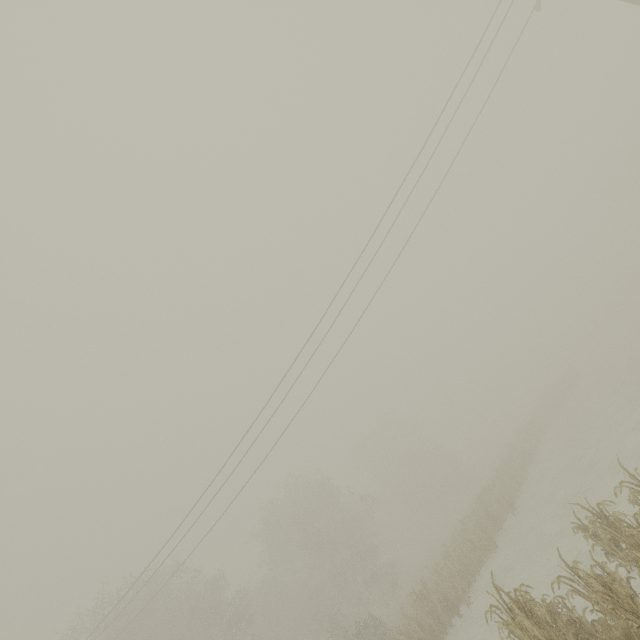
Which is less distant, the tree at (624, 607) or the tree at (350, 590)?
the tree at (624, 607)

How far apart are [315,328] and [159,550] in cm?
1302

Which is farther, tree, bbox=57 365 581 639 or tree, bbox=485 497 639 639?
→ tree, bbox=57 365 581 639
